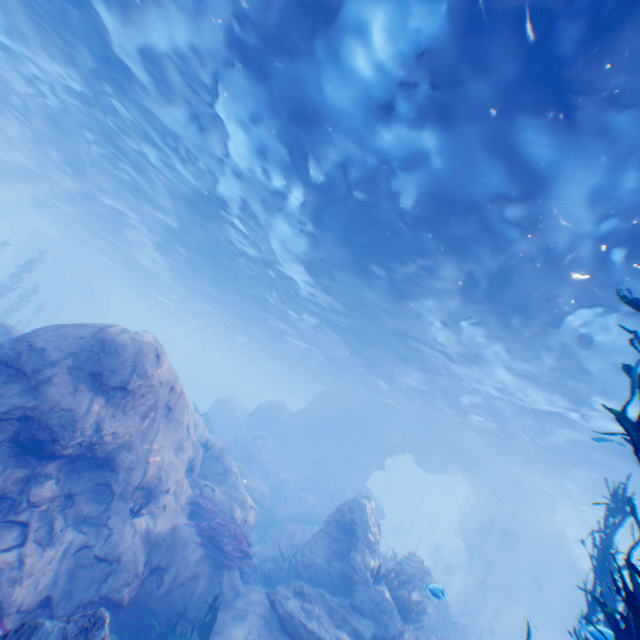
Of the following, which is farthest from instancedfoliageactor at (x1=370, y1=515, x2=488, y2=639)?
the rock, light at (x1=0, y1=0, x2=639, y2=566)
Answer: light at (x1=0, y1=0, x2=639, y2=566)

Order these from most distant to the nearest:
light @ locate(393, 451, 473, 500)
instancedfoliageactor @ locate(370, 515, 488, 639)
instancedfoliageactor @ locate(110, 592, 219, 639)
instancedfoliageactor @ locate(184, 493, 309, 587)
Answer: light @ locate(393, 451, 473, 500), instancedfoliageactor @ locate(370, 515, 488, 639), instancedfoliageactor @ locate(184, 493, 309, 587), instancedfoliageactor @ locate(110, 592, 219, 639)

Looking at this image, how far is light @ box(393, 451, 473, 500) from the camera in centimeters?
Answer: 4721cm

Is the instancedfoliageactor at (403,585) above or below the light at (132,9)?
below

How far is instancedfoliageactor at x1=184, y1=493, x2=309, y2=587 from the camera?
8.95m

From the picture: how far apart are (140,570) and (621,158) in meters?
13.7

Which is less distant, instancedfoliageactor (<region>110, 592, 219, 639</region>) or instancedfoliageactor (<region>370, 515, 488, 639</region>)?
instancedfoliageactor (<region>110, 592, 219, 639</region>)
